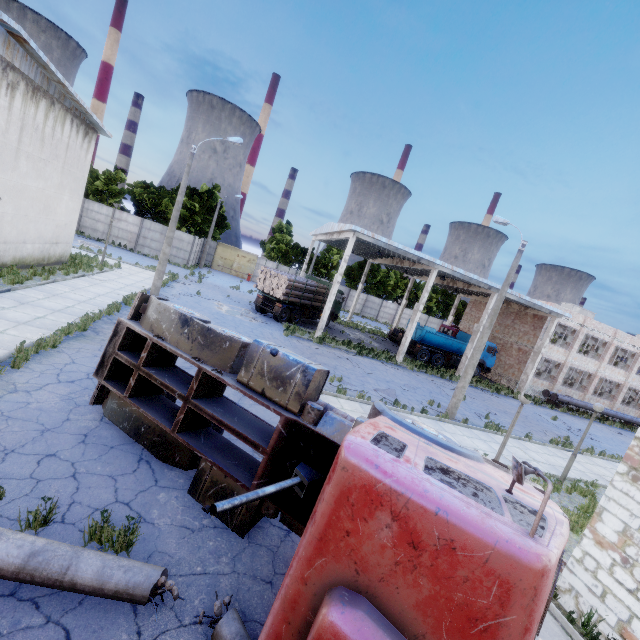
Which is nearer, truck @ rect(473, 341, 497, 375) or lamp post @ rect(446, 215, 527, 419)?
lamp post @ rect(446, 215, 527, 419)

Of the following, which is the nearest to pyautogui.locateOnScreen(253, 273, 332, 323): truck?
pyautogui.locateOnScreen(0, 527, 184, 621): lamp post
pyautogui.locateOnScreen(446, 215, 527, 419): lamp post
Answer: pyautogui.locateOnScreen(446, 215, 527, 419): lamp post

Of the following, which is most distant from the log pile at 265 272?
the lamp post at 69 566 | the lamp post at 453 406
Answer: the lamp post at 69 566

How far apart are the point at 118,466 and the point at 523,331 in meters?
34.7 m

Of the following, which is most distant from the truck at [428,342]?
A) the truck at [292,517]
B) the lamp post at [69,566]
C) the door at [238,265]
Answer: the lamp post at [69,566]

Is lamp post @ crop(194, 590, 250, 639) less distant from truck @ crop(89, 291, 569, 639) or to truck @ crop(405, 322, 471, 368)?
truck @ crop(89, 291, 569, 639)

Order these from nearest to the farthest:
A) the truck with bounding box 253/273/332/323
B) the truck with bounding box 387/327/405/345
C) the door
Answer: the truck with bounding box 253/273/332/323, the truck with bounding box 387/327/405/345, the door

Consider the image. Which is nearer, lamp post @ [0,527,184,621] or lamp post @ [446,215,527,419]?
lamp post @ [0,527,184,621]
